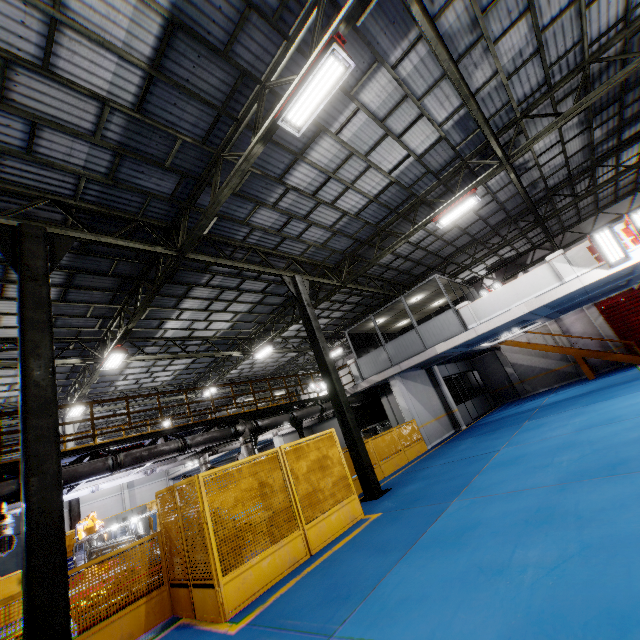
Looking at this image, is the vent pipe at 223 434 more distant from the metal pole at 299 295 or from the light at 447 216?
the light at 447 216

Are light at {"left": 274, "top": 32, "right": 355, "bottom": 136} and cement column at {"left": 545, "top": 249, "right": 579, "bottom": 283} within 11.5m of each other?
yes

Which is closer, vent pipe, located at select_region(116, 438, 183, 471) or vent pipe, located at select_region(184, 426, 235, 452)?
vent pipe, located at select_region(116, 438, 183, 471)

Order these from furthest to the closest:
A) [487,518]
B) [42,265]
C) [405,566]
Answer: [42,265], [487,518], [405,566]

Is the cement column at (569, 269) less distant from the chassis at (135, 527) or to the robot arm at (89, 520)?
the chassis at (135, 527)

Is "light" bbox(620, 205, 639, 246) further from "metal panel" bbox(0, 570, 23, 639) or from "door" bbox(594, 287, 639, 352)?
"door" bbox(594, 287, 639, 352)

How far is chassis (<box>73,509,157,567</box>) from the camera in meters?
9.3 m

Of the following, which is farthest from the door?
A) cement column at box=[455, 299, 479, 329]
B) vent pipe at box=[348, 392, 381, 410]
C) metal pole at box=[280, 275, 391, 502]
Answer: metal pole at box=[280, 275, 391, 502]
